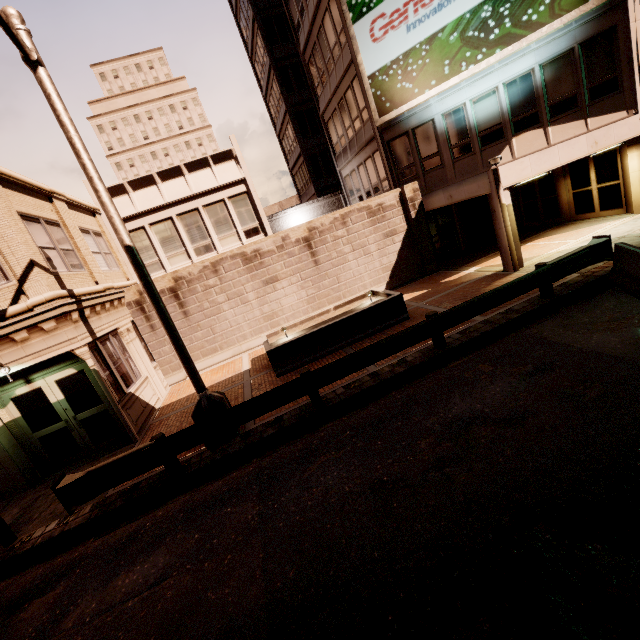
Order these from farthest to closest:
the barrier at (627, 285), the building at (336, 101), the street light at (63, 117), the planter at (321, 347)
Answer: the building at (336, 101)
the planter at (321, 347)
the barrier at (627, 285)
the street light at (63, 117)

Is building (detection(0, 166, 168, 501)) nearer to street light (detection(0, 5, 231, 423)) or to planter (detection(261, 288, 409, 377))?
street light (detection(0, 5, 231, 423))

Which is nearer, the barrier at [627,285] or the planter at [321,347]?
the barrier at [627,285]

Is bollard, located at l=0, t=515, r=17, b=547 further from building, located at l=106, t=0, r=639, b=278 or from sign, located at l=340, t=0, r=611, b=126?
sign, located at l=340, t=0, r=611, b=126

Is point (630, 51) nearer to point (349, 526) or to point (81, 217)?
point (349, 526)

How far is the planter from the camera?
10.4m

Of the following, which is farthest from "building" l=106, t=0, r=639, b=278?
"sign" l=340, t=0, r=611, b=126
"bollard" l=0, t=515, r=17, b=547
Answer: "bollard" l=0, t=515, r=17, b=547

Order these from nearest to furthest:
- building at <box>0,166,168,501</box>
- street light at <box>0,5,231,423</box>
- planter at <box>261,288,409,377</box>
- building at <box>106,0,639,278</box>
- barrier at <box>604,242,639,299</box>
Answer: street light at <box>0,5,231,423</box> < barrier at <box>604,242,639,299</box> < building at <box>0,166,168,501</box> < planter at <box>261,288,409,377</box> < building at <box>106,0,639,278</box>
